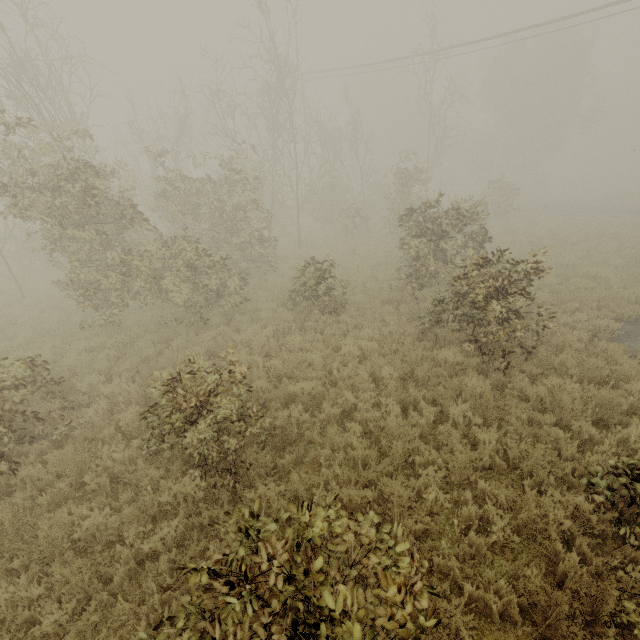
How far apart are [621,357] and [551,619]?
6.4m
